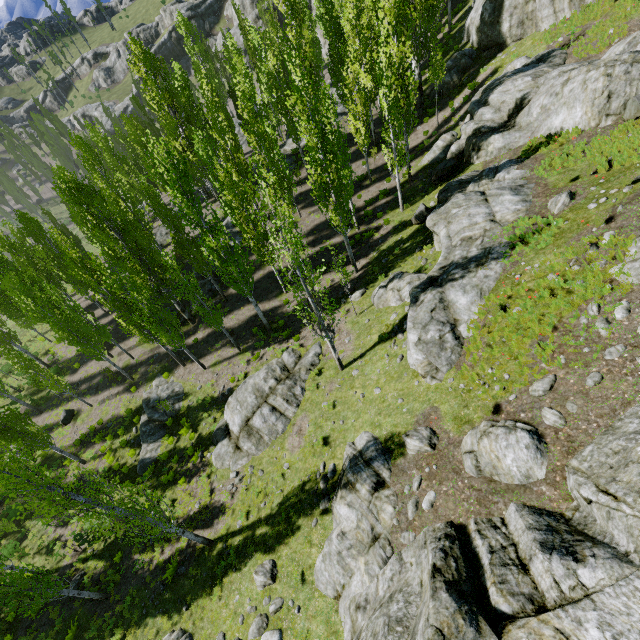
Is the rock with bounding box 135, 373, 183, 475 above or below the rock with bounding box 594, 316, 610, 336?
below

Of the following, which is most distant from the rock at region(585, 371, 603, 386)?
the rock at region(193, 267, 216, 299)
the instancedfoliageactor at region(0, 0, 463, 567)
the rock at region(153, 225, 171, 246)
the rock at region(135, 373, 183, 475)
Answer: the rock at region(193, 267, 216, 299)

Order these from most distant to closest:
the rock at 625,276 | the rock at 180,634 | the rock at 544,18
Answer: the rock at 544,18
the rock at 180,634
the rock at 625,276

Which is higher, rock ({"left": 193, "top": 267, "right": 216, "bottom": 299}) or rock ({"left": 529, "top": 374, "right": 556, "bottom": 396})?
rock ({"left": 529, "top": 374, "right": 556, "bottom": 396})

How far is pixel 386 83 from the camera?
17.5m

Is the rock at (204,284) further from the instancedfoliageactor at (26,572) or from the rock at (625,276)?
the rock at (625,276)

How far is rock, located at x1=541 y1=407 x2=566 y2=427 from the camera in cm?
759

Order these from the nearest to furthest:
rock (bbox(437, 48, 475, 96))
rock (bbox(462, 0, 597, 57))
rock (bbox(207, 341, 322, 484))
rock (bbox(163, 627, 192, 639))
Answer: rock (bbox(163, 627, 192, 639)) < rock (bbox(207, 341, 322, 484)) < rock (bbox(462, 0, 597, 57)) < rock (bbox(437, 48, 475, 96))
